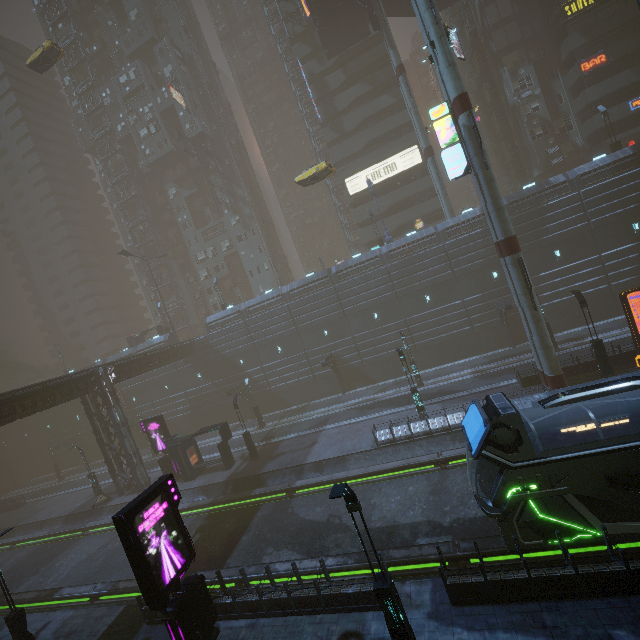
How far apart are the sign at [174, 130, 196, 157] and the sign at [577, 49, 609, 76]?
49.7 meters

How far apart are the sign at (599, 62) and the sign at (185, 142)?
49.7 meters

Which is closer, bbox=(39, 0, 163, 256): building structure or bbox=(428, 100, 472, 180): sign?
bbox=(428, 100, 472, 180): sign

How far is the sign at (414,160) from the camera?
41.88m

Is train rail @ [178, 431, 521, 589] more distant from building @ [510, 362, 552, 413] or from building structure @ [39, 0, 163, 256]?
building structure @ [39, 0, 163, 256]

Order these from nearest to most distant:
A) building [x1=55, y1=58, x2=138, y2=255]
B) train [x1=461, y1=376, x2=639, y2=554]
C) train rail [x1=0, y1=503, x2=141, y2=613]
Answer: train [x1=461, y1=376, x2=639, y2=554], train rail [x1=0, y1=503, x2=141, y2=613], building [x1=55, y1=58, x2=138, y2=255]

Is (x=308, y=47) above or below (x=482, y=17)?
above

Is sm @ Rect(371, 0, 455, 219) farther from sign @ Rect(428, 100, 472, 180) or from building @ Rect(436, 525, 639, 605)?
sign @ Rect(428, 100, 472, 180)
